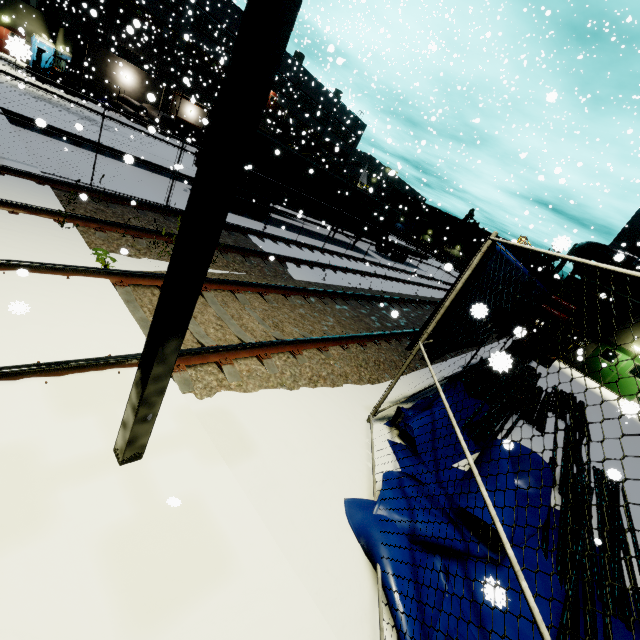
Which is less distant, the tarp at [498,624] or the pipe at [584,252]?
the tarp at [498,624]

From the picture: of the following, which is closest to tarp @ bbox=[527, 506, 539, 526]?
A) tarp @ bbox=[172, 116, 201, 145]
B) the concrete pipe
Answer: tarp @ bbox=[172, 116, 201, 145]

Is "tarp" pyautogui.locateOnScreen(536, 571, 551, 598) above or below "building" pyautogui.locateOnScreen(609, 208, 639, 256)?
below

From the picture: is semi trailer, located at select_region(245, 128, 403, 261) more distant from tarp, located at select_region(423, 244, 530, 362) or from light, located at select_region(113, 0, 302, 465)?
light, located at select_region(113, 0, 302, 465)

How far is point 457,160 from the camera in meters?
30.7

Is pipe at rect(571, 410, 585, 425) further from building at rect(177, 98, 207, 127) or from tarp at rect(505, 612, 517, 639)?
building at rect(177, 98, 207, 127)

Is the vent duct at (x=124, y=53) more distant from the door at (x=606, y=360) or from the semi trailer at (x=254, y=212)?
the door at (x=606, y=360)

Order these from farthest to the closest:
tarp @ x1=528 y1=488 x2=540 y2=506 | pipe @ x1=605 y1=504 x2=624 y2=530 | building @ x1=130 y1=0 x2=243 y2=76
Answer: building @ x1=130 y1=0 x2=243 y2=76 < pipe @ x1=605 y1=504 x2=624 y2=530 < tarp @ x1=528 y1=488 x2=540 y2=506
